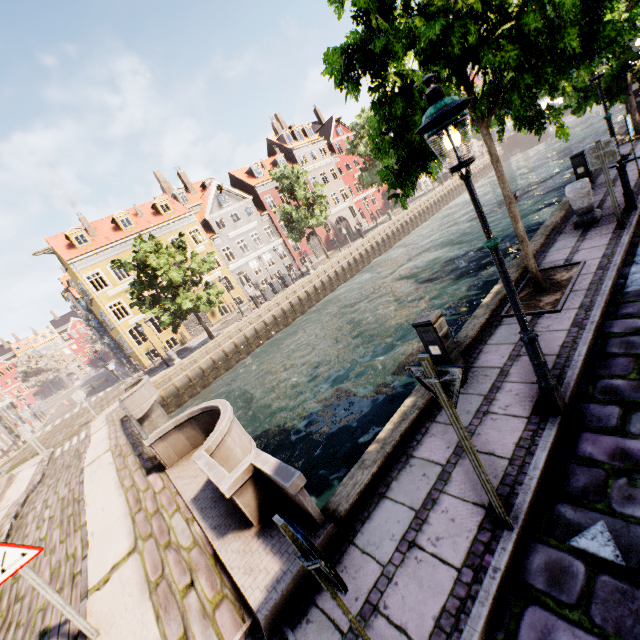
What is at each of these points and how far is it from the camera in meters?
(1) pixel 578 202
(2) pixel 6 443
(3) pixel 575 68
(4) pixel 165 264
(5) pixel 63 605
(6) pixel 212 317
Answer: (1) pillar, 8.0
(2) building, 28.0
(3) tree, 4.8
(4) tree, 20.9
(5) sign pole, 4.2
(6) building, 33.2

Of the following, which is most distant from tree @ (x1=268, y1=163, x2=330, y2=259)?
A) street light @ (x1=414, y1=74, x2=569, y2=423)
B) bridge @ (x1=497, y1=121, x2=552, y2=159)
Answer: street light @ (x1=414, y1=74, x2=569, y2=423)

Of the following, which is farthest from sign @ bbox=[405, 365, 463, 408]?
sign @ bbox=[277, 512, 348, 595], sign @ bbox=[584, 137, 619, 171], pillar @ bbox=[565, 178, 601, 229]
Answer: pillar @ bbox=[565, 178, 601, 229]

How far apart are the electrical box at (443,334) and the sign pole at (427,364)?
2.2m

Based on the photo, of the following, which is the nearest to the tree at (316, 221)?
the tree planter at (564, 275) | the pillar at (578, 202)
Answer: the tree planter at (564, 275)

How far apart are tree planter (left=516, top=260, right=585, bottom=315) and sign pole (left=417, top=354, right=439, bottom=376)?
4.1 meters

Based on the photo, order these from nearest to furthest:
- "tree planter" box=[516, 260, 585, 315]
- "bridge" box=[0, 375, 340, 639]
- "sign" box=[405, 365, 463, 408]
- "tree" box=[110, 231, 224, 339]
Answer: "sign" box=[405, 365, 463, 408] < "bridge" box=[0, 375, 340, 639] < "tree planter" box=[516, 260, 585, 315] < "tree" box=[110, 231, 224, 339]

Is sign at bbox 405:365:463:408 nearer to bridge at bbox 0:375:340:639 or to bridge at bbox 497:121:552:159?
bridge at bbox 0:375:340:639
